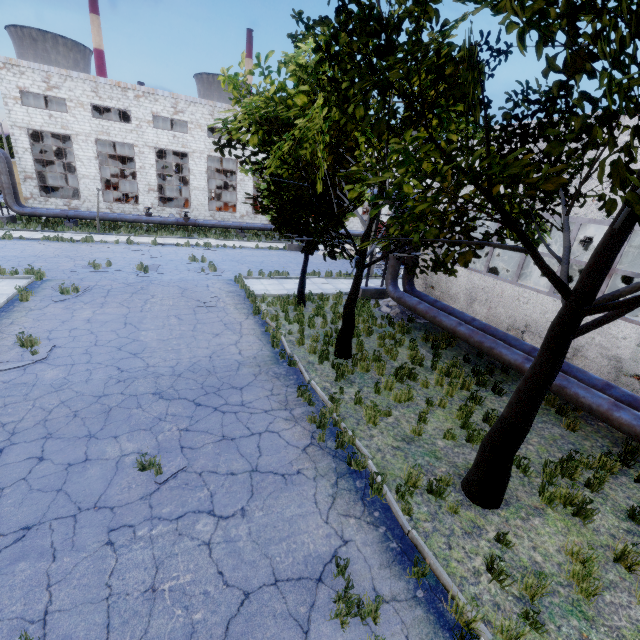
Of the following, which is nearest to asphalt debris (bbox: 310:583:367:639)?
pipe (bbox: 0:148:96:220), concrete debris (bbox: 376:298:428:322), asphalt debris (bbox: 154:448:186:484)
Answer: asphalt debris (bbox: 154:448:186:484)

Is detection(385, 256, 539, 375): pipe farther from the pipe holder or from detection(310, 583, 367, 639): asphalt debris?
detection(310, 583, 367, 639): asphalt debris

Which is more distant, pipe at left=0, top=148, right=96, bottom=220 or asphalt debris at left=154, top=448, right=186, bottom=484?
pipe at left=0, top=148, right=96, bottom=220

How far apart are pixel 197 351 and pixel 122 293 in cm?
638

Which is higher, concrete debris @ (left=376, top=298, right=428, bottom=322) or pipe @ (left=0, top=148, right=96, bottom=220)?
pipe @ (left=0, top=148, right=96, bottom=220)

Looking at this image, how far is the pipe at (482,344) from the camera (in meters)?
9.63

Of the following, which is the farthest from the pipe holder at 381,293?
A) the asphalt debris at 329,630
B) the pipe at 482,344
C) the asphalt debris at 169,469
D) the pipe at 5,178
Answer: the pipe at 5,178

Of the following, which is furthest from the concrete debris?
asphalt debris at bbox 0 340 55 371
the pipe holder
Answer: asphalt debris at bbox 0 340 55 371
